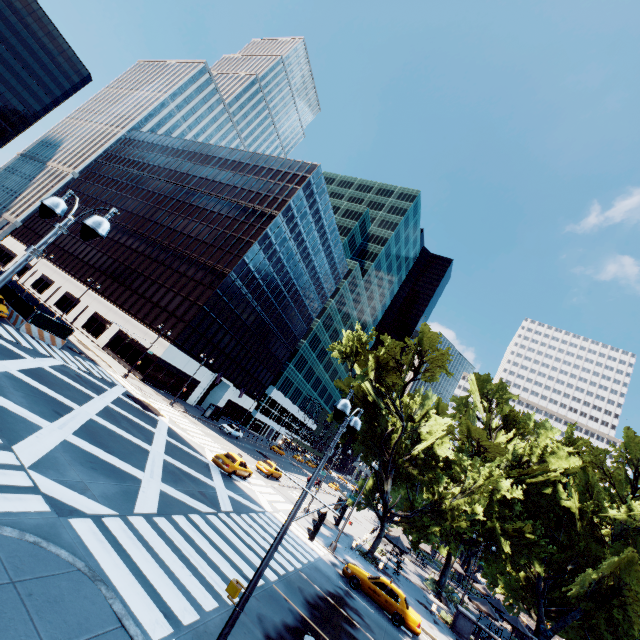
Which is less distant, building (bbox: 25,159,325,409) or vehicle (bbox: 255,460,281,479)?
vehicle (bbox: 255,460,281,479)

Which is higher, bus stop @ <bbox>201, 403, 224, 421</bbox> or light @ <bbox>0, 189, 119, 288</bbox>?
light @ <bbox>0, 189, 119, 288</bbox>

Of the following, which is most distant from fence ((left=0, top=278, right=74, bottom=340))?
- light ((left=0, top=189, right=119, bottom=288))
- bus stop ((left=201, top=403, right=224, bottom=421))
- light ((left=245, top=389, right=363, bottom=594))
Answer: light ((left=245, top=389, right=363, bottom=594))

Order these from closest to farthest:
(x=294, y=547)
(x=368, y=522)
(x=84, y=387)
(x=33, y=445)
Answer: (x=33, y=445) < (x=294, y=547) < (x=84, y=387) < (x=368, y=522)

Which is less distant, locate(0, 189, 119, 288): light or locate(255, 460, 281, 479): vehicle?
locate(0, 189, 119, 288): light

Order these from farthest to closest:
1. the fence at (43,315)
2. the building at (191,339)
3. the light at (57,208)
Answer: the building at (191,339) → the fence at (43,315) → the light at (57,208)

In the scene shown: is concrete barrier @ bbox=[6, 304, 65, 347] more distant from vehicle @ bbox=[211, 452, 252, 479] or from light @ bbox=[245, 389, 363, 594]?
light @ bbox=[245, 389, 363, 594]

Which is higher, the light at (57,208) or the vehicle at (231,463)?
the light at (57,208)
